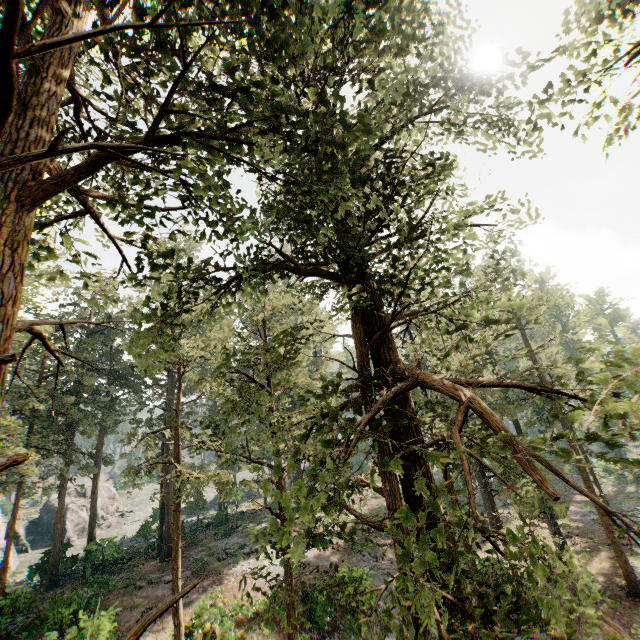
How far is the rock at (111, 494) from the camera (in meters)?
46.25

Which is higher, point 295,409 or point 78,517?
point 295,409

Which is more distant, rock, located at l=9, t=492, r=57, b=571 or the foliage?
rock, located at l=9, t=492, r=57, b=571

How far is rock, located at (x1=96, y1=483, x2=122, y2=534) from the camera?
46.25m

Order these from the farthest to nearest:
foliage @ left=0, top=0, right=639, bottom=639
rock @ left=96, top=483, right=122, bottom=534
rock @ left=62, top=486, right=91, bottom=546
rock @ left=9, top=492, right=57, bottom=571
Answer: rock @ left=96, top=483, right=122, bottom=534 < rock @ left=62, top=486, right=91, bottom=546 < rock @ left=9, top=492, right=57, bottom=571 < foliage @ left=0, top=0, right=639, bottom=639

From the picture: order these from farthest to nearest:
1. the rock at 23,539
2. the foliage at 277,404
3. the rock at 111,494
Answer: the rock at 111,494, the rock at 23,539, the foliage at 277,404

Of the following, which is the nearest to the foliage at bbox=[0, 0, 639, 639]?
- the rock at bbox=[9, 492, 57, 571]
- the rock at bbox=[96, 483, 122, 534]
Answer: the rock at bbox=[9, 492, 57, 571]
